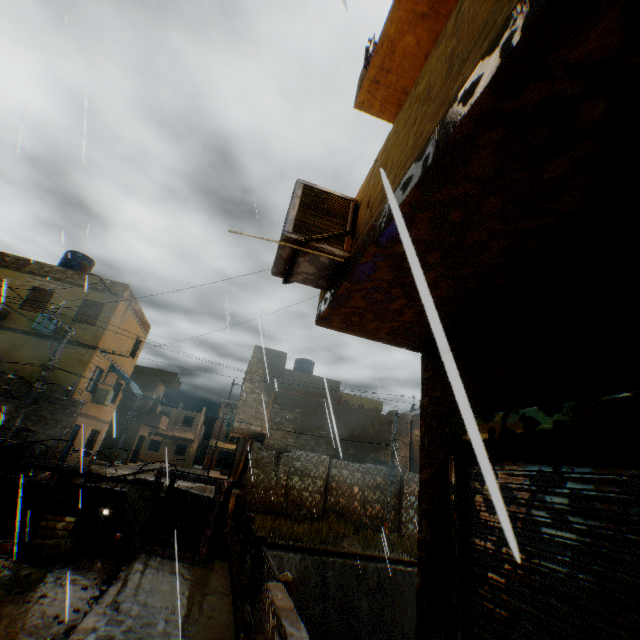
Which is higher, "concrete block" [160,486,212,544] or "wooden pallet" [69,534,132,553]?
"concrete block" [160,486,212,544]

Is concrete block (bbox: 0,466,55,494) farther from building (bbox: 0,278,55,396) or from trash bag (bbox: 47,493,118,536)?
building (bbox: 0,278,55,396)

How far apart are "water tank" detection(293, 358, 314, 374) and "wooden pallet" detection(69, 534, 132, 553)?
16.98m

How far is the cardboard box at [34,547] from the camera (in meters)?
5.96

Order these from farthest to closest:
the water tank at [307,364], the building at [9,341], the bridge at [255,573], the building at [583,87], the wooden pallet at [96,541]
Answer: the water tank at [307,364]
the building at [9,341]
the wooden pallet at [96,541]
the bridge at [255,573]
the building at [583,87]

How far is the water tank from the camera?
24.9m

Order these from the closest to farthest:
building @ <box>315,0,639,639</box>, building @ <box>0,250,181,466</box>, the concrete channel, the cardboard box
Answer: building @ <box>315,0,639,639</box> → the cardboard box → the concrete channel → building @ <box>0,250,181,466</box>

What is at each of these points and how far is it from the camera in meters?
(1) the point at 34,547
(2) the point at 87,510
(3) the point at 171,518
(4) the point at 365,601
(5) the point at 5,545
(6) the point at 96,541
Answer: (1) cardboard box, 6.0 m
(2) trash bag, 8.0 m
(3) concrete block, 9.0 m
(4) concrete channel, 11.2 m
(5) paint can, 6.2 m
(6) wooden pallet, 7.0 m
